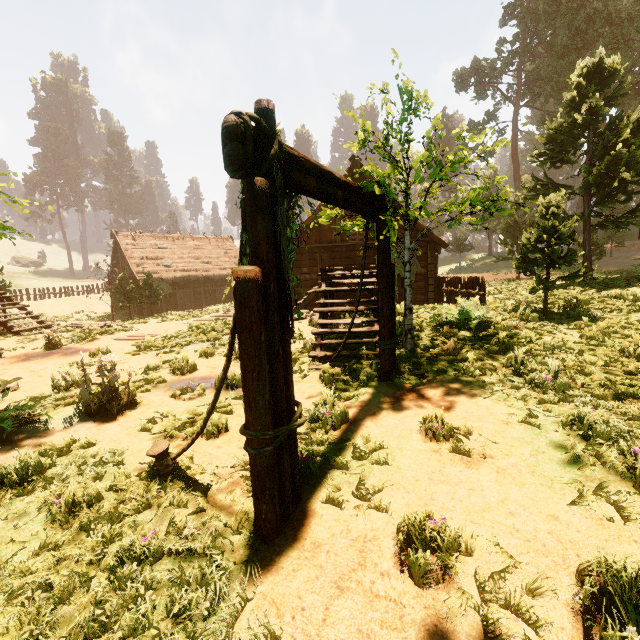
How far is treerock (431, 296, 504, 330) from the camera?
8.1m

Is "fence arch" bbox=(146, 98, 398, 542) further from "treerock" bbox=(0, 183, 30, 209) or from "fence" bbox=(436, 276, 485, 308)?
"fence" bbox=(436, 276, 485, 308)

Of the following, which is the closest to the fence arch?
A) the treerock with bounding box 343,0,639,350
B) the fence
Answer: the treerock with bounding box 343,0,639,350

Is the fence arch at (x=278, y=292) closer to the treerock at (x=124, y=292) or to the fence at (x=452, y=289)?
the treerock at (x=124, y=292)

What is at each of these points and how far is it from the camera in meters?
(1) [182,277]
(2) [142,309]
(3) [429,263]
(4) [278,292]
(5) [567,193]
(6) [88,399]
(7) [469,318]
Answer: (1) building, 30.9
(2) building, 28.7
(3) building, 17.0
(4) fence arch, 3.0
(5) treerock, 13.5
(6) treerock, 5.5
(7) treerock, 8.4

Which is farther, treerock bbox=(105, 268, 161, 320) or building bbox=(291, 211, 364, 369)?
treerock bbox=(105, 268, 161, 320)

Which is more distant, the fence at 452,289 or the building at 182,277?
the building at 182,277

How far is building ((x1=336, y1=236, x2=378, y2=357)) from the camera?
7.43m
